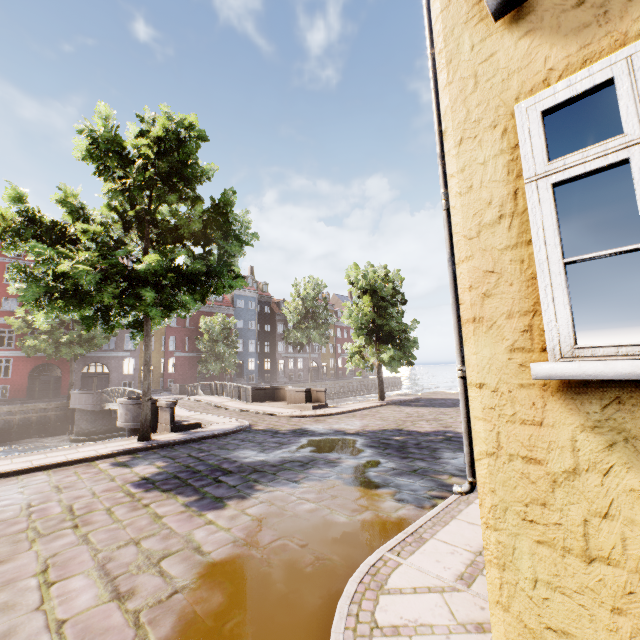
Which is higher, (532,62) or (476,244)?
(532,62)

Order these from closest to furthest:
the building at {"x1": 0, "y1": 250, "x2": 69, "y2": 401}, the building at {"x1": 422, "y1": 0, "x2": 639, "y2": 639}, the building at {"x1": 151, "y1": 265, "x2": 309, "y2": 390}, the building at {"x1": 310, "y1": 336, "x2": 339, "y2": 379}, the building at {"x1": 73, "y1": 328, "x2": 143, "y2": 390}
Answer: the building at {"x1": 422, "y1": 0, "x2": 639, "y2": 639}
the building at {"x1": 0, "y1": 250, "x2": 69, "y2": 401}
the building at {"x1": 73, "y1": 328, "x2": 143, "y2": 390}
the building at {"x1": 151, "y1": 265, "x2": 309, "y2": 390}
the building at {"x1": 310, "y1": 336, "x2": 339, "y2": 379}

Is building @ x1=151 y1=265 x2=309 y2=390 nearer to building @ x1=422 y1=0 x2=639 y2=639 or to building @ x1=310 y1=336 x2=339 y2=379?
building @ x1=310 y1=336 x2=339 y2=379

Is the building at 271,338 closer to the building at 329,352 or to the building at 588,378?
the building at 329,352

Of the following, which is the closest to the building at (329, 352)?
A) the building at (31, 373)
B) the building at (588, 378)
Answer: the building at (31, 373)

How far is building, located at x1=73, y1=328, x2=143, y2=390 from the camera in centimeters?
3281cm

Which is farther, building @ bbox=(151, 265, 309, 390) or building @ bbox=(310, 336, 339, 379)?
building @ bbox=(310, 336, 339, 379)

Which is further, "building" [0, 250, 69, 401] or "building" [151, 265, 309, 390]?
"building" [151, 265, 309, 390]
